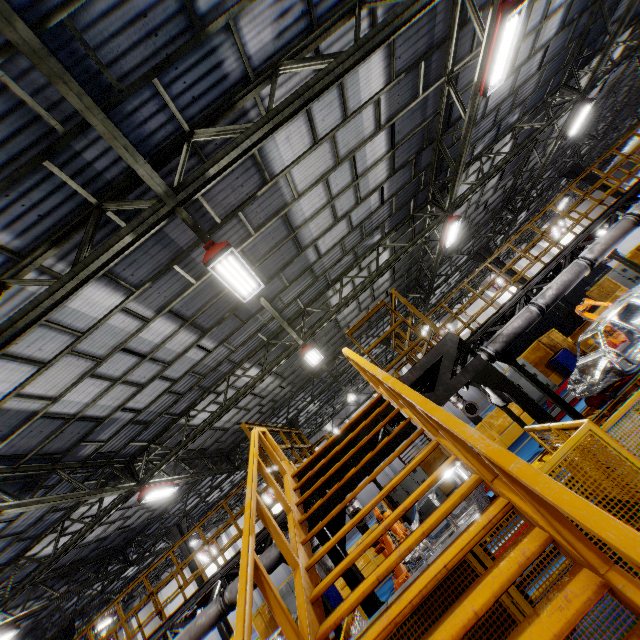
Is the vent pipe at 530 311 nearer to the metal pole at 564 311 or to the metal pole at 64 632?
the metal pole at 564 311

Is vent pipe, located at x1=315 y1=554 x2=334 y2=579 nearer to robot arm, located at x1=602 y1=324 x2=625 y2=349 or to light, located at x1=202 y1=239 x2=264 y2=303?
light, located at x1=202 y1=239 x2=264 y2=303

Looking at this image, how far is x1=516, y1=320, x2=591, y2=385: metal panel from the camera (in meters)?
15.93

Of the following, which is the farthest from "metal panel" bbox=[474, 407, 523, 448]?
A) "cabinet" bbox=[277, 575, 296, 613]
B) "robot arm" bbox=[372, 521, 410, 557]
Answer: "robot arm" bbox=[372, 521, 410, 557]

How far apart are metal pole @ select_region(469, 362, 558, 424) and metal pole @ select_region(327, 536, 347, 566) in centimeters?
295cm

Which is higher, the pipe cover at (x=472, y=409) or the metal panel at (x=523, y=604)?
the pipe cover at (x=472, y=409)

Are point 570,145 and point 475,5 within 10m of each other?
no

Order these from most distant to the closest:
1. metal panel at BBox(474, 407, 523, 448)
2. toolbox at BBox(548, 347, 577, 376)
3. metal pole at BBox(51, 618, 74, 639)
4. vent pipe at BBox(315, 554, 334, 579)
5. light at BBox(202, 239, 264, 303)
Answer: metal pole at BBox(51, 618, 74, 639)
toolbox at BBox(548, 347, 577, 376)
metal panel at BBox(474, 407, 523, 448)
vent pipe at BBox(315, 554, 334, 579)
light at BBox(202, 239, 264, 303)
